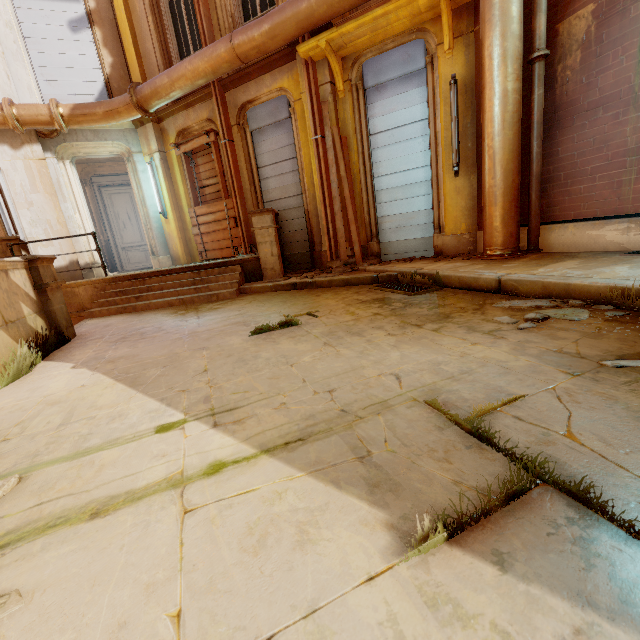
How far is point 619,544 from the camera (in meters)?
0.87

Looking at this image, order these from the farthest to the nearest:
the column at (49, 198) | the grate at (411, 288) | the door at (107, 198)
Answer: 1. the door at (107, 198)
2. the column at (49, 198)
3. the grate at (411, 288)

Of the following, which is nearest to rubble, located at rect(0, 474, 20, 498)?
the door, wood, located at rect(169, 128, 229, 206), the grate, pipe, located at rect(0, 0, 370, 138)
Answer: the grate

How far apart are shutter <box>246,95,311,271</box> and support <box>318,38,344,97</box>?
1.30m

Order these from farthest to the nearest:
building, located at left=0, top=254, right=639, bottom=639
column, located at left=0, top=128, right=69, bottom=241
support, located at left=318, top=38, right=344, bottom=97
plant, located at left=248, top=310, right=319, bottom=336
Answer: column, located at left=0, top=128, right=69, bottom=241, support, located at left=318, top=38, right=344, bottom=97, plant, located at left=248, top=310, right=319, bottom=336, building, located at left=0, top=254, right=639, bottom=639

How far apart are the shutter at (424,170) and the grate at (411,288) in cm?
196

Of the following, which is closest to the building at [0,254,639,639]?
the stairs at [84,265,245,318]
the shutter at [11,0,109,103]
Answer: the stairs at [84,265,245,318]

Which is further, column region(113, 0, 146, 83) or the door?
the door
